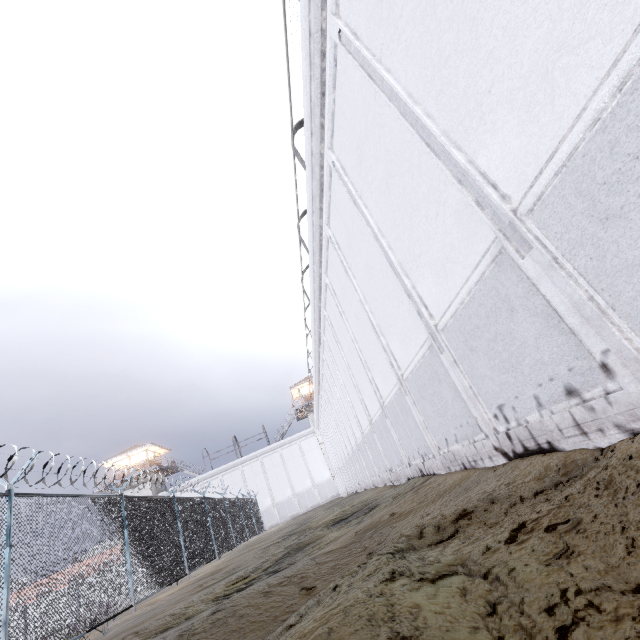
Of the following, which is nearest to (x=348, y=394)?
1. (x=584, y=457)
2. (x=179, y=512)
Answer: (x=179, y=512)
